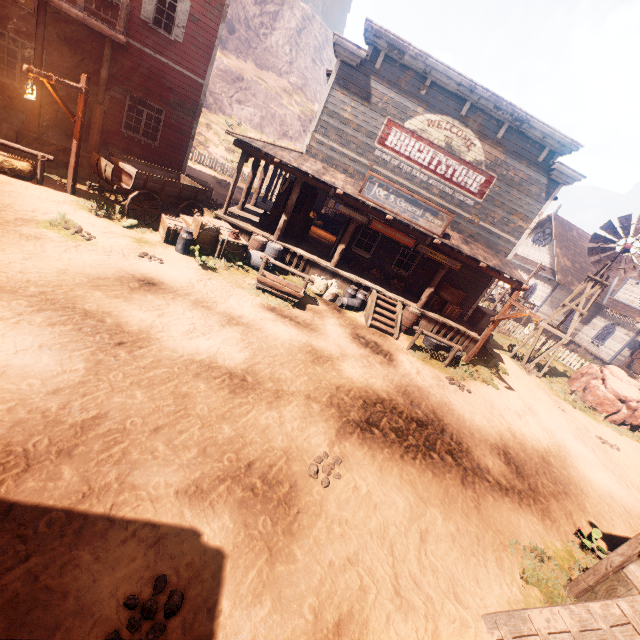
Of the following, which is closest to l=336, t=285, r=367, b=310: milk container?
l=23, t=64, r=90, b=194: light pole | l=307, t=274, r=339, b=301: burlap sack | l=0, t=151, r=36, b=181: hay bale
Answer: l=307, t=274, r=339, b=301: burlap sack

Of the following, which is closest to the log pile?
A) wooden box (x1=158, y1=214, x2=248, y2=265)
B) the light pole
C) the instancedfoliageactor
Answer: wooden box (x1=158, y1=214, x2=248, y2=265)

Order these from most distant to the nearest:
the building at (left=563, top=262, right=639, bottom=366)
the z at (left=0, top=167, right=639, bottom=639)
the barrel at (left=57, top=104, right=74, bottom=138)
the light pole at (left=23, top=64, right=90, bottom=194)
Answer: the building at (left=563, top=262, right=639, bottom=366)
the barrel at (left=57, top=104, right=74, bottom=138)
the light pole at (left=23, top=64, right=90, bottom=194)
the z at (left=0, top=167, right=639, bottom=639)

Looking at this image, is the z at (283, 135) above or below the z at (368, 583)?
above

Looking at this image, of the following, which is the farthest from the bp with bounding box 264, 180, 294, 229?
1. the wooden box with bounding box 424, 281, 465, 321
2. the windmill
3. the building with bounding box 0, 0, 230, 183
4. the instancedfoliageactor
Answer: the instancedfoliageactor

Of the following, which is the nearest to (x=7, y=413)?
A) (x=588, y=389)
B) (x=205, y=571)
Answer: (x=205, y=571)

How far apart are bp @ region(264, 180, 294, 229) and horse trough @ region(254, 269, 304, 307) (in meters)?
3.50

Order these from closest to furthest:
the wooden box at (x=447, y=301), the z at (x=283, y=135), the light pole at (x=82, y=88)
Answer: the light pole at (x=82, y=88) → the wooden box at (x=447, y=301) → the z at (x=283, y=135)
